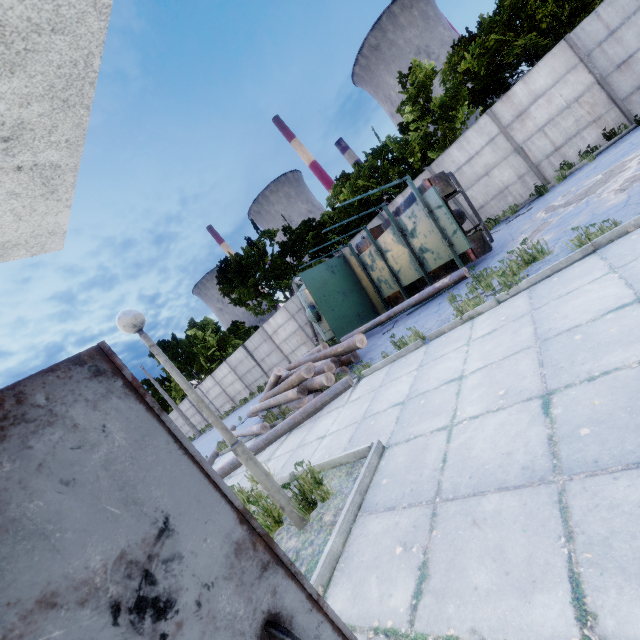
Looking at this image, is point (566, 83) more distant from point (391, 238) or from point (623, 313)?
point (623, 313)

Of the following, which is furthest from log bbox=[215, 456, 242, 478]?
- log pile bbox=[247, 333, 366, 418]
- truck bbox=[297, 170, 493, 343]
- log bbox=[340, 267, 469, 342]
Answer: log bbox=[340, 267, 469, 342]

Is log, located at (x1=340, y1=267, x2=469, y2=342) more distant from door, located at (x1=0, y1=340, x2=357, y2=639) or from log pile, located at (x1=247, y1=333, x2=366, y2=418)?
door, located at (x1=0, y1=340, x2=357, y2=639)

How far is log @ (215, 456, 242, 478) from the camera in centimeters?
877cm

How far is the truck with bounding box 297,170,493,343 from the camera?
9.13m

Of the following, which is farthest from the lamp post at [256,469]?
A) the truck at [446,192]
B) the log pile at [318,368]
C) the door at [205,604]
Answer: the truck at [446,192]

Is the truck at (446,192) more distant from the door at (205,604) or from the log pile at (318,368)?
the door at (205,604)

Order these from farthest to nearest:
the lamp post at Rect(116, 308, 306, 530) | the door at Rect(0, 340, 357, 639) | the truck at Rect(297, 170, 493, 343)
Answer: the truck at Rect(297, 170, 493, 343) < the lamp post at Rect(116, 308, 306, 530) < the door at Rect(0, 340, 357, 639)
